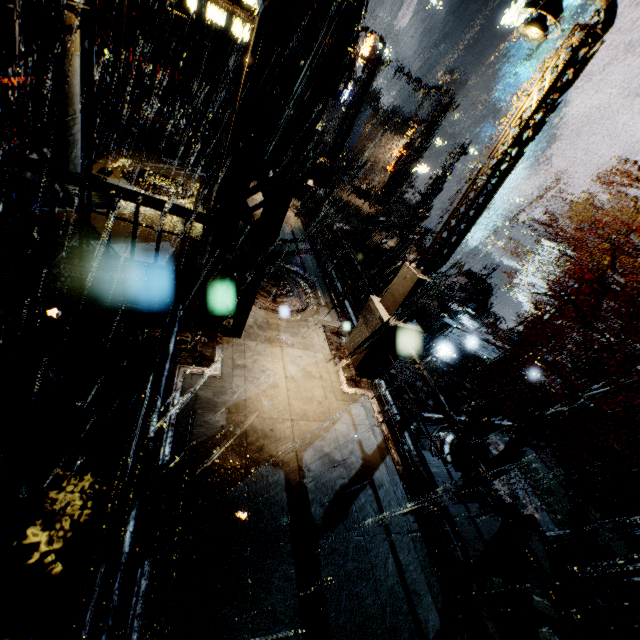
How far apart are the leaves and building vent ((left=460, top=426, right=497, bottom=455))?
0.00m

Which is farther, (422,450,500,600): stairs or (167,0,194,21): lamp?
(167,0,194,21): lamp

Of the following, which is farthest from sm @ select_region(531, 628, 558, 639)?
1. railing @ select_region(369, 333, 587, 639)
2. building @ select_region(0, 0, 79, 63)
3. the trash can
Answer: the trash can

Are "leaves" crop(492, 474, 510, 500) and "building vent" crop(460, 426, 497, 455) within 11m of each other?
yes

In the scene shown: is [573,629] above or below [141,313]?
above

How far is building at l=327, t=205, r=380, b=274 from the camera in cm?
2166

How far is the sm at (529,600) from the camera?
6.67m

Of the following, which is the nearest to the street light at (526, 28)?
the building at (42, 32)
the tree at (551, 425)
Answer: the building at (42, 32)
